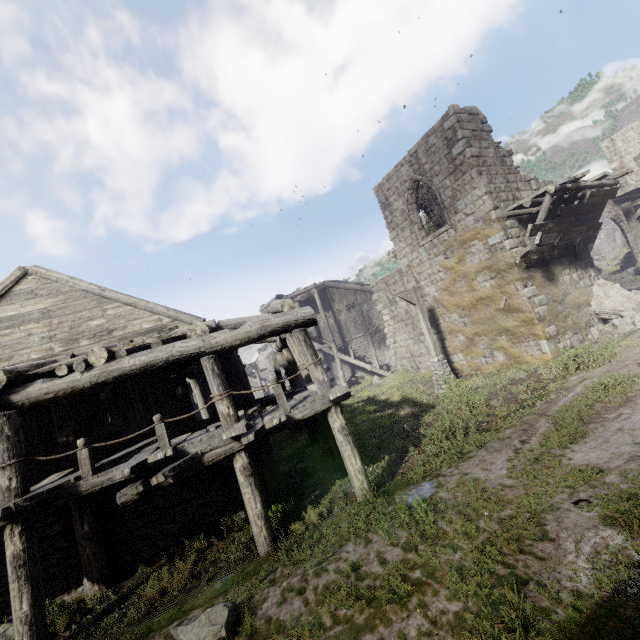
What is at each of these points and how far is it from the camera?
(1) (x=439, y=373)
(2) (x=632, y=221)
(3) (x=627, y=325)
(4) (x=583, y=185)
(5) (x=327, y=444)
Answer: (1) wooden lamp post, 15.0m
(2) wooden lamp post, 14.8m
(3) rubble, 12.9m
(4) wooden plank rubble, 12.4m
(5) building, 12.1m

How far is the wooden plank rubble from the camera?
11.96m

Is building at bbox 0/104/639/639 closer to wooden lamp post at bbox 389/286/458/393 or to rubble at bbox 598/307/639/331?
rubble at bbox 598/307/639/331

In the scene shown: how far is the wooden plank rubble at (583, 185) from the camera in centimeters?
1196cm

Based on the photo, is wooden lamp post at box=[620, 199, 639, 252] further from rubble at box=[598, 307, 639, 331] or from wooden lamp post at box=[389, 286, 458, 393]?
wooden lamp post at box=[389, 286, 458, 393]

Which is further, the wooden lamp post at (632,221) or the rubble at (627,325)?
the wooden lamp post at (632,221)

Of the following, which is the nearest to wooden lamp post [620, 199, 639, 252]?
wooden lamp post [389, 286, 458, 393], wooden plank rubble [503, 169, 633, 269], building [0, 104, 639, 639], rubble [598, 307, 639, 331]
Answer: rubble [598, 307, 639, 331]

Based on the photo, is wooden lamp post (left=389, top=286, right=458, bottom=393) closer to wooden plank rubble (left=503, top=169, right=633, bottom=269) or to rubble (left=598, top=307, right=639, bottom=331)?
wooden plank rubble (left=503, top=169, right=633, bottom=269)
